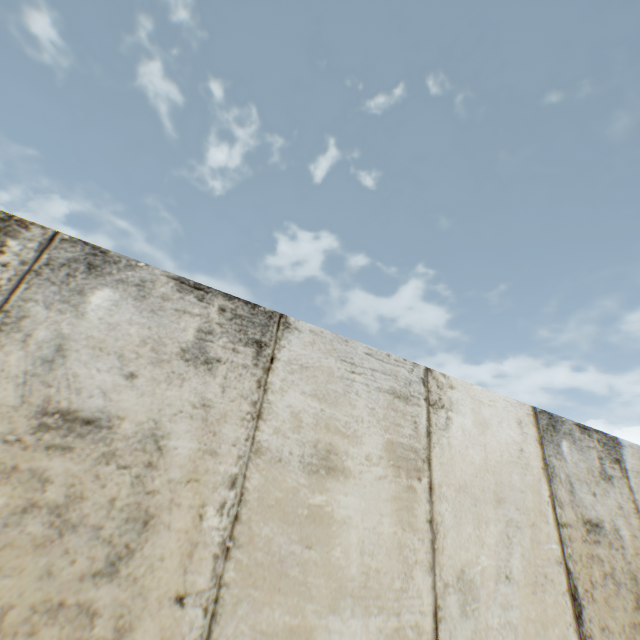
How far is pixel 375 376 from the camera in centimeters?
219cm
